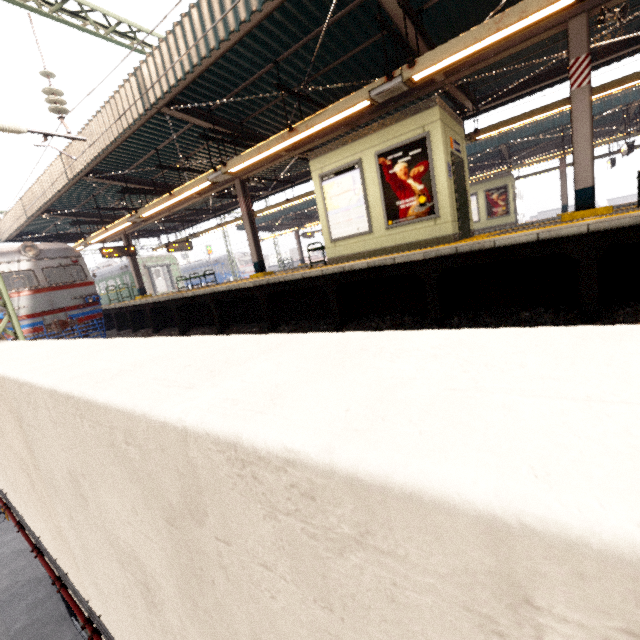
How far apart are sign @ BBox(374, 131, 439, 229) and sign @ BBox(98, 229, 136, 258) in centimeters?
1328cm

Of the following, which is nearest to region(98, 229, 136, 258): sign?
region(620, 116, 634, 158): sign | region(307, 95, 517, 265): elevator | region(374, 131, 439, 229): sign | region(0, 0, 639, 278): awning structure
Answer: region(0, 0, 639, 278): awning structure

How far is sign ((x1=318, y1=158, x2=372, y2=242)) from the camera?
7.95m

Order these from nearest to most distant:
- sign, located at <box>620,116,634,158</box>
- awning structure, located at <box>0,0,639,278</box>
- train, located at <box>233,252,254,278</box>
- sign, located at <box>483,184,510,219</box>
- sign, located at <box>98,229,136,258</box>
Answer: awning structure, located at <box>0,0,639,278</box>
sign, located at <box>620,116,634,158</box>
sign, located at <box>98,229,136,258</box>
sign, located at <box>483,184,510,219</box>
train, located at <box>233,252,254,278</box>

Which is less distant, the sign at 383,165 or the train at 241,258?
the sign at 383,165

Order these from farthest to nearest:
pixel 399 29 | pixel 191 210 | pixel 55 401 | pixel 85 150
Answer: pixel 191 210
pixel 85 150
pixel 399 29
pixel 55 401

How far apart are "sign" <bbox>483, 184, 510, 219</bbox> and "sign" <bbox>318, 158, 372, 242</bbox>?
15.01m

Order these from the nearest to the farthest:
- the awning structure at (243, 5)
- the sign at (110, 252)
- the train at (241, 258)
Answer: the awning structure at (243, 5), the sign at (110, 252), the train at (241, 258)
